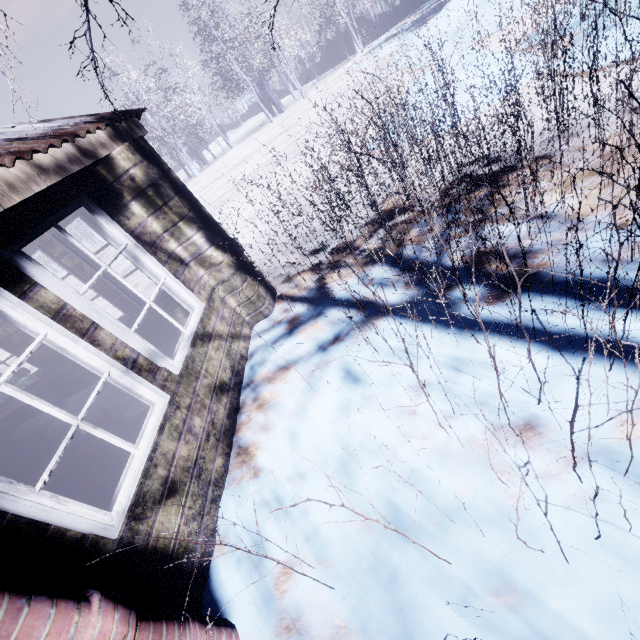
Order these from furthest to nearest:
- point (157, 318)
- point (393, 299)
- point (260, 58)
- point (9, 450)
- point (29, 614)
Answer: point (260, 58), point (9, 450), point (157, 318), point (393, 299), point (29, 614)
